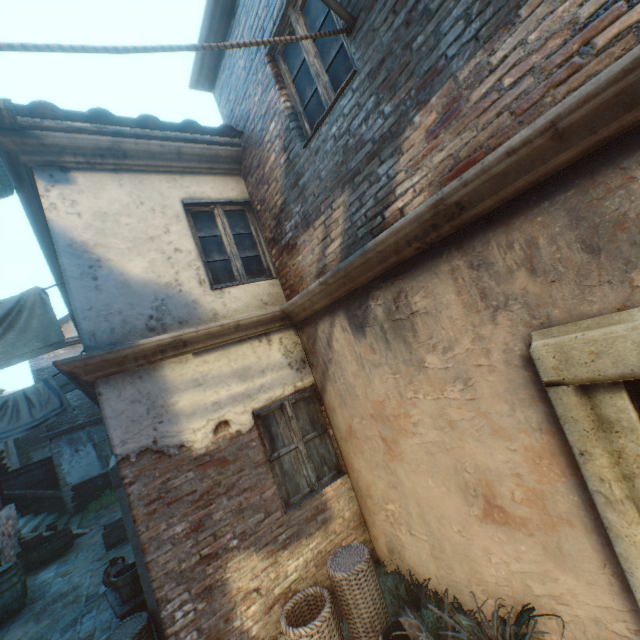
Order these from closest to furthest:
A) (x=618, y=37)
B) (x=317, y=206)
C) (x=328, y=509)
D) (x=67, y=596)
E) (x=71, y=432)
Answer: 1. (x=618, y=37)
2. (x=317, y=206)
3. (x=328, y=509)
4. (x=67, y=596)
5. (x=71, y=432)

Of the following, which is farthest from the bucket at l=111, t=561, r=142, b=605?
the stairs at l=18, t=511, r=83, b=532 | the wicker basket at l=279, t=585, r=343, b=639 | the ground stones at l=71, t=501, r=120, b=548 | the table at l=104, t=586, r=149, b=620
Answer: the stairs at l=18, t=511, r=83, b=532

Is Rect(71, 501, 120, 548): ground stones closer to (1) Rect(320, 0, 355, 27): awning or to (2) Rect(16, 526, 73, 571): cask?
(2) Rect(16, 526, 73, 571): cask

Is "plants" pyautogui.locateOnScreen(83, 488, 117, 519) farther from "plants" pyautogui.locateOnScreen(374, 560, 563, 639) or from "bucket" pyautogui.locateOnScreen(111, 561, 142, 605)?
"plants" pyautogui.locateOnScreen(374, 560, 563, 639)

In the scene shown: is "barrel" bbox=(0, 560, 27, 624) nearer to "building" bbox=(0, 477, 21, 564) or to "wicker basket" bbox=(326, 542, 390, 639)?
"building" bbox=(0, 477, 21, 564)

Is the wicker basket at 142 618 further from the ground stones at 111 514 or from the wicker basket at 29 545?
the wicker basket at 29 545

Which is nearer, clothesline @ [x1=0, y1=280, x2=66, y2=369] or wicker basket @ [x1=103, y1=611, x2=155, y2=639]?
wicker basket @ [x1=103, y1=611, x2=155, y2=639]

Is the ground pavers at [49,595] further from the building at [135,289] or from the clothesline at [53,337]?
the clothesline at [53,337]
